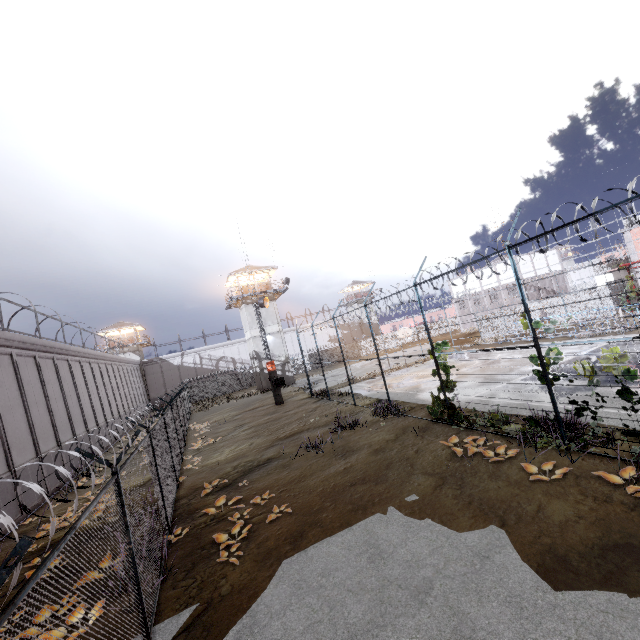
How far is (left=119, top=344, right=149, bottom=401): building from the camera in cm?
5028

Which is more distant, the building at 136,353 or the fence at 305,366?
the building at 136,353

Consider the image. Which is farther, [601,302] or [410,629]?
[601,302]

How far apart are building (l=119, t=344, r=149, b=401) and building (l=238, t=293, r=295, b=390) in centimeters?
2362cm

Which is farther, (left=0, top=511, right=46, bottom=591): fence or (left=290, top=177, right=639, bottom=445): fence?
(left=290, top=177, right=639, bottom=445): fence

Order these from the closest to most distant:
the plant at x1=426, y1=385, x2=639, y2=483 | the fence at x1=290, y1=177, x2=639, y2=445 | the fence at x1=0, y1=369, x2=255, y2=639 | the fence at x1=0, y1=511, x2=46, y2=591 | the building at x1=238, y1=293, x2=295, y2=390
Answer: the fence at x1=0, y1=511, x2=46, y2=591
the fence at x1=0, y1=369, x2=255, y2=639
the plant at x1=426, y1=385, x2=639, y2=483
the fence at x1=290, y1=177, x2=639, y2=445
the building at x1=238, y1=293, x2=295, y2=390

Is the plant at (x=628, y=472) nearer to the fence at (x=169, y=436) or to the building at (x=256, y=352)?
the fence at (x=169, y=436)

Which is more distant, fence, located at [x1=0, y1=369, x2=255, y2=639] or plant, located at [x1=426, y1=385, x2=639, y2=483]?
plant, located at [x1=426, y1=385, x2=639, y2=483]
